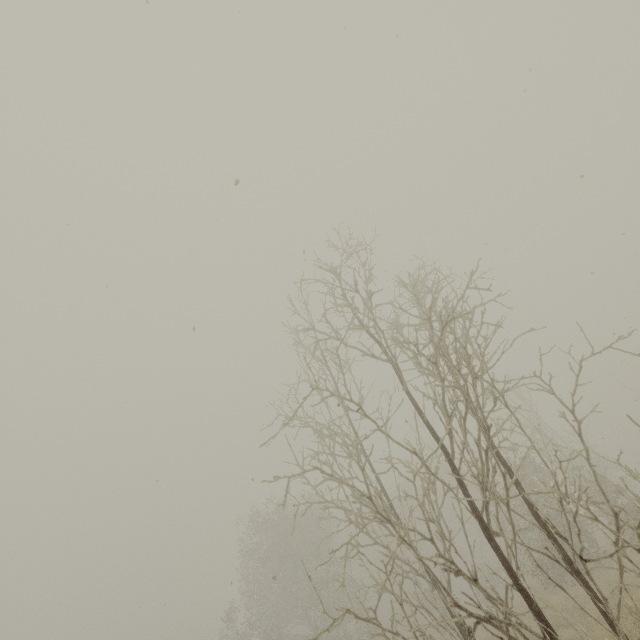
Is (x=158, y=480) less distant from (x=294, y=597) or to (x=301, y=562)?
(x=294, y=597)
